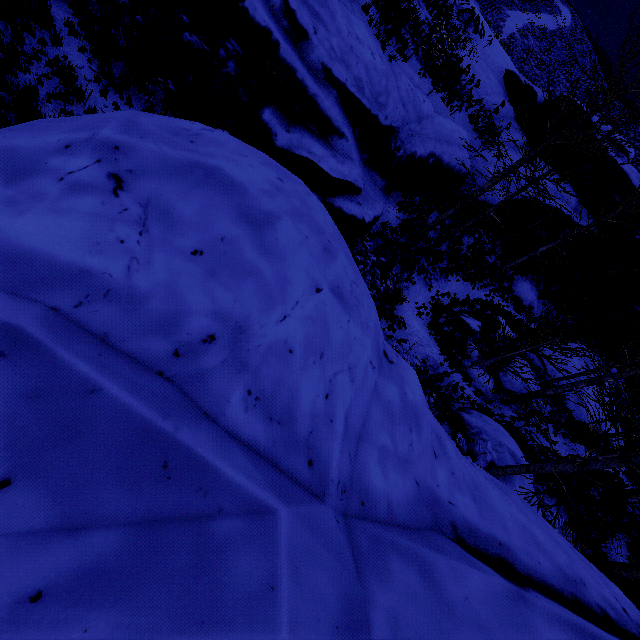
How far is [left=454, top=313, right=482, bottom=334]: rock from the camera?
14.3m

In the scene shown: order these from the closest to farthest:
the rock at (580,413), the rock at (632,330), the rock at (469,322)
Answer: the rock at (469,322), the rock at (580,413), the rock at (632,330)

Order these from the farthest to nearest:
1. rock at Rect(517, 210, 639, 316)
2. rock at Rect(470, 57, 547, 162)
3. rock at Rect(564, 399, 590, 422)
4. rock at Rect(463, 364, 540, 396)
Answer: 1. rock at Rect(517, 210, 639, 316)
2. rock at Rect(470, 57, 547, 162)
3. rock at Rect(564, 399, 590, 422)
4. rock at Rect(463, 364, 540, 396)

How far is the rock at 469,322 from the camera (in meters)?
14.34

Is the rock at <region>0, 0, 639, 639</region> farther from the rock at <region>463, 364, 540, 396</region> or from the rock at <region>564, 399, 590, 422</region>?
the rock at <region>564, 399, 590, 422</region>

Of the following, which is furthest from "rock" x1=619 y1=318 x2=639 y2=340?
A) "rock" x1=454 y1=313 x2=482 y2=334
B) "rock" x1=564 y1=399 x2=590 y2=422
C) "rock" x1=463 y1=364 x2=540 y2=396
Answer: "rock" x1=454 y1=313 x2=482 y2=334

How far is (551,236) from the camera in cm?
1967

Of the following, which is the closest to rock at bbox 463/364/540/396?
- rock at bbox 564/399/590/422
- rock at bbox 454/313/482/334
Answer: rock at bbox 454/313/482/334
